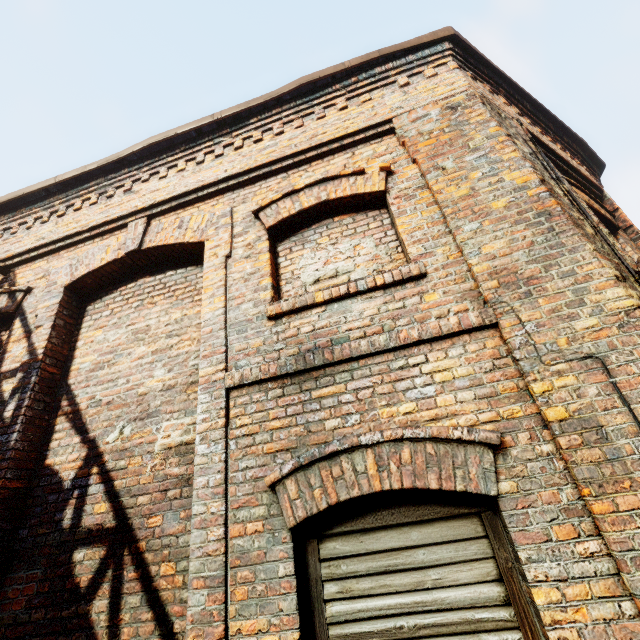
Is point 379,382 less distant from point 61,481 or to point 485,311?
point 485,311
